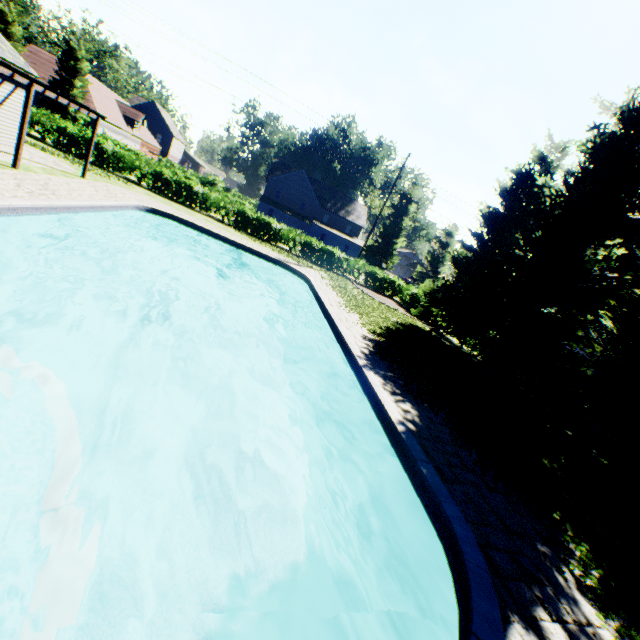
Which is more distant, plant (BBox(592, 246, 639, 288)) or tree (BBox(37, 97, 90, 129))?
tree (BBox(37, 97, 90, 129))

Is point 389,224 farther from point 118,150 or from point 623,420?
point 623,420

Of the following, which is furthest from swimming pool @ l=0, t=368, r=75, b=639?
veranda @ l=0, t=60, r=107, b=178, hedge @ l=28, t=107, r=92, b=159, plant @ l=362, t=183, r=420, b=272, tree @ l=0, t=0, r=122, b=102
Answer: hedge @ l=28, t=107, r=92, b=159

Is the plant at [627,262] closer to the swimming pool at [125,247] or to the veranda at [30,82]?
the swimming pool at [125,247]

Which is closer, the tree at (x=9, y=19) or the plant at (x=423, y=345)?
the plant at (x=423, y=345)

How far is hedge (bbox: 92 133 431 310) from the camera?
23.84m

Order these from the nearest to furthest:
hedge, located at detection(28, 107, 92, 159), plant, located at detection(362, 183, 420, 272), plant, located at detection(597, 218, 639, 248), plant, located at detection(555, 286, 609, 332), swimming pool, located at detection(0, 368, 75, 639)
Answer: swimming pool, located at detection(0, 368, 75, 639), hedge, located at detection(28, 107, 92, 159), plant, located at detection(597, 218, 639, 248), plant, located at detection(555, 286, 609, 332), plant, located at detection(362, 183, 420, 272)

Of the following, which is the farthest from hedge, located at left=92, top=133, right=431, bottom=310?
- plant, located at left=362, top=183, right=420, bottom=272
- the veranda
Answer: the veranda
